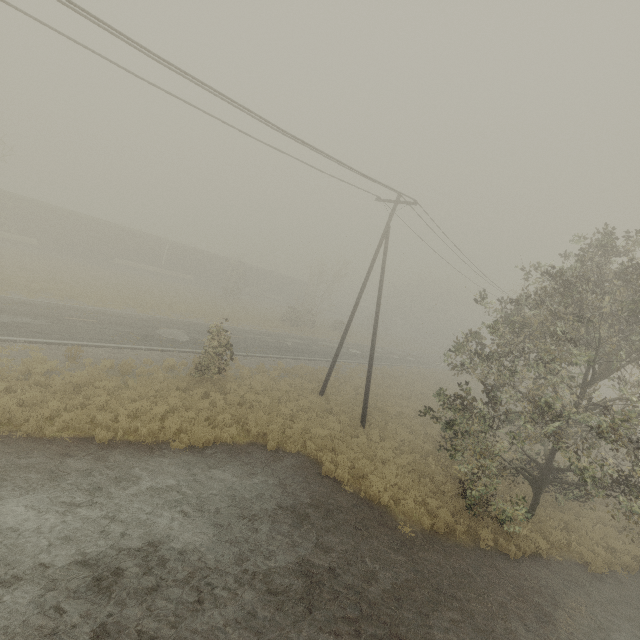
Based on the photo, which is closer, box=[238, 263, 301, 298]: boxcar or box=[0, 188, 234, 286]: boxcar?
box=[0, 188, 234, 286]: boxcar

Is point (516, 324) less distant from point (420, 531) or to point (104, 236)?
point (420, 531)

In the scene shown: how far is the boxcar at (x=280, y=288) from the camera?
51.8m

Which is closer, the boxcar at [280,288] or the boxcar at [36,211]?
the boxcar at [36,211]

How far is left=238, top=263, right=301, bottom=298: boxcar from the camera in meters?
51.8 m
